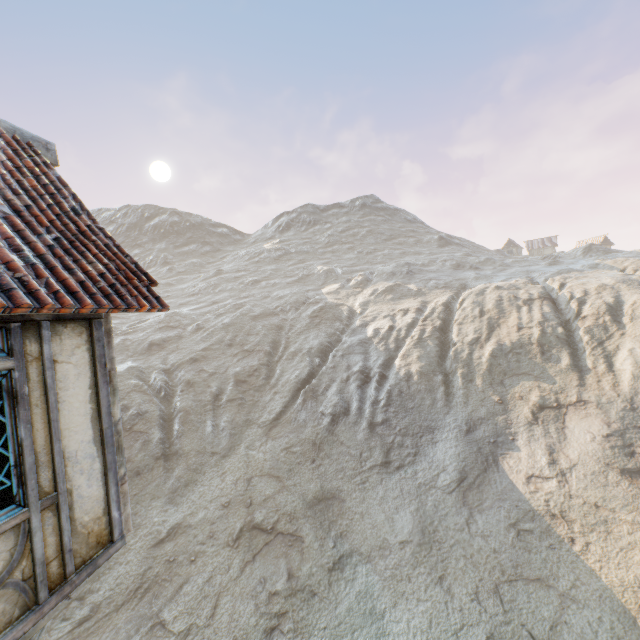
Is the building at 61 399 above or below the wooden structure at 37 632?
above

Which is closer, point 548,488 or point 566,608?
point 566,608

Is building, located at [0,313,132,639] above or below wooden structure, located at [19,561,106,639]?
above
